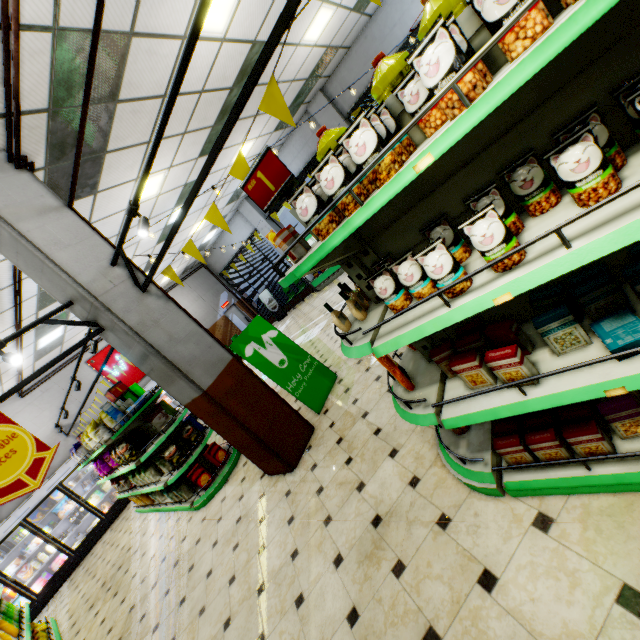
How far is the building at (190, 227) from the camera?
9.73m

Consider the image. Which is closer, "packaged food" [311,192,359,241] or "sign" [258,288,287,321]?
"packaged food" [311,192,359,241]

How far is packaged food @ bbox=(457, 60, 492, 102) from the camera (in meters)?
1.01

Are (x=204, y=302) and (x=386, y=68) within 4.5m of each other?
no

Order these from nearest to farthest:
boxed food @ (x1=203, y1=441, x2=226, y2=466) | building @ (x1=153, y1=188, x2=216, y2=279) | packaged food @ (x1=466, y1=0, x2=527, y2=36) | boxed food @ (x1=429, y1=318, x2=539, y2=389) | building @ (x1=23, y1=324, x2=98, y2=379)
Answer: packaged food @ (x1=466, y1=0, x2=527, y2=36) < boxed food @ (x1=429, y1=318, x2=539, y2=389) < boxed food @ (x1=203, y1=441, x2=226, y2=466) < building @ (x1=23, y1=324, x2=98, y2=379) < building @ (x1=153, y1=188, x2=216, y2=279)

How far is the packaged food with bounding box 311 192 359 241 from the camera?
1.4 meters

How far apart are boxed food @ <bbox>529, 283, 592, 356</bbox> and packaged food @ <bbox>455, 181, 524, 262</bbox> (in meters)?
0.43

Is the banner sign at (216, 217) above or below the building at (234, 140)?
below
